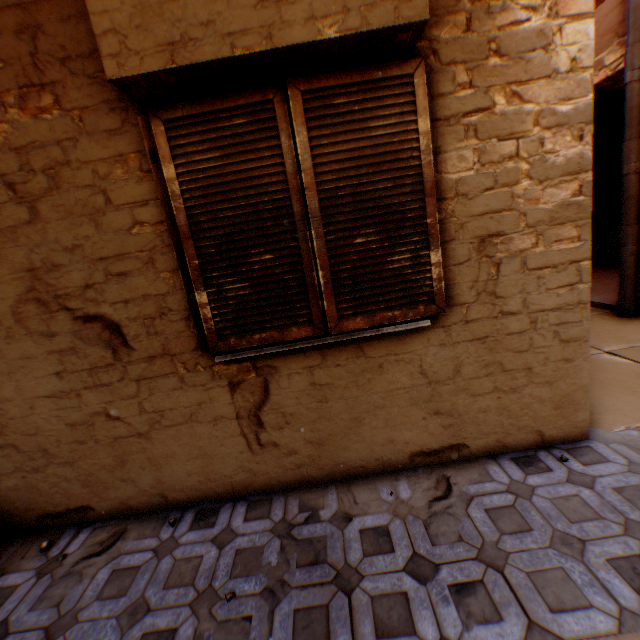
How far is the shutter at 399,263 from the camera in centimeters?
189cm

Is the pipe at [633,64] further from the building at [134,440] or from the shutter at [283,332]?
the shutter at [283,332]

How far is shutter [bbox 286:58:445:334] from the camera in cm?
189

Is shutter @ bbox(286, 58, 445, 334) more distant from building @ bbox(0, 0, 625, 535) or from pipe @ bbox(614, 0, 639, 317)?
pipe @ bbox(614, 0, 639, 317)

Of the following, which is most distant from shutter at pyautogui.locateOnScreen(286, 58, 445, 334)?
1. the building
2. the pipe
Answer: the pipe

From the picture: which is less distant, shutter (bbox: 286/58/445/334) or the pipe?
shutter (bbox: 286/58/445/334)

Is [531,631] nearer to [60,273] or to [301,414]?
[301,414]
